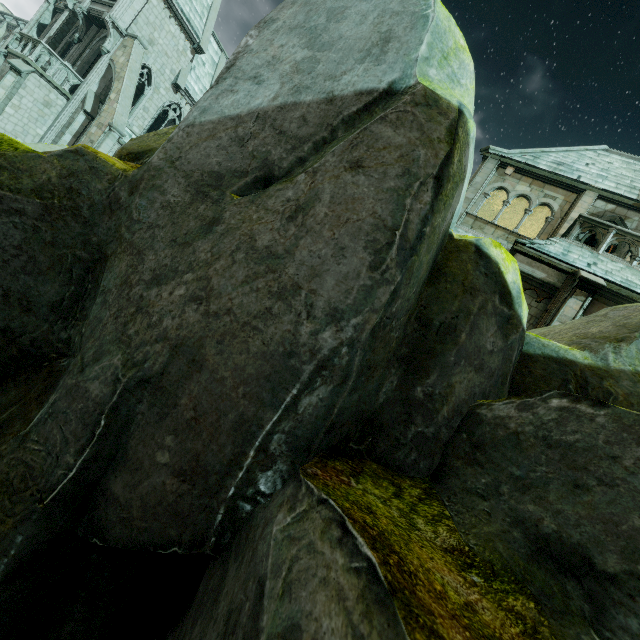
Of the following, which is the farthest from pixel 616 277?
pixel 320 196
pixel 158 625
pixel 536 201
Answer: pixel 158 625

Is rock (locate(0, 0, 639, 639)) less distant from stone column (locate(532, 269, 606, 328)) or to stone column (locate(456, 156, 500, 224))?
stone column (locate(532, 269, 606, 328))

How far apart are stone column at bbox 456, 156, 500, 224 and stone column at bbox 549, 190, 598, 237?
3.5 meters

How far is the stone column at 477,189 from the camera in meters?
15.3

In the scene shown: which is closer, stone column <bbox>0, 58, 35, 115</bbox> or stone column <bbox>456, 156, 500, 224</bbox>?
stone column <bbox>456, 156, 500, 224</bbox>

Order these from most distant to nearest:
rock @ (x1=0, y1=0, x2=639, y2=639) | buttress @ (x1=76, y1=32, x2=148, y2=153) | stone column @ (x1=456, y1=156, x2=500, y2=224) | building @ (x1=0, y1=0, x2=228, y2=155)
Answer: building @ (x1=0, y1=0, x2=228, y2=155), buttress @ (x1=76, y1=32, x2=148, y2=153), stone column @ (x1=456, y1=156, x2=500, y2=224), rock @ (x1=0, y1=0, x2=639, y2=639)

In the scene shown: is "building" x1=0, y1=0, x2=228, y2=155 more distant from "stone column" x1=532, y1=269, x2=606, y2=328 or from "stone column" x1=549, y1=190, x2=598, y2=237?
"stone column" x1=532, y1=269, x2=606, y2=328

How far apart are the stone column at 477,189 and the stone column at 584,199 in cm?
347
